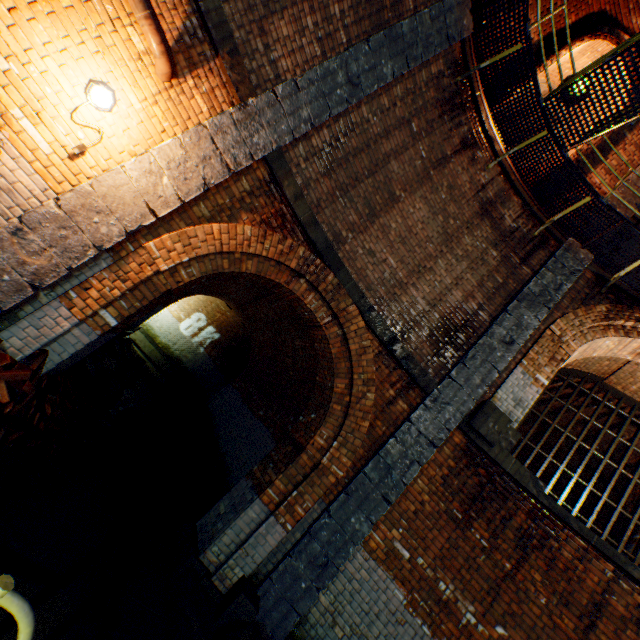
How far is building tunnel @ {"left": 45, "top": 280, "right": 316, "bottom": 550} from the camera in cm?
→ 547

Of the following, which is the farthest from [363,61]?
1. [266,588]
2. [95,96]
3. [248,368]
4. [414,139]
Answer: [248,368]

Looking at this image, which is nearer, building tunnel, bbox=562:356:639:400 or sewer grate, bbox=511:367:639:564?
sewer grate, bbox=511:367:639:564

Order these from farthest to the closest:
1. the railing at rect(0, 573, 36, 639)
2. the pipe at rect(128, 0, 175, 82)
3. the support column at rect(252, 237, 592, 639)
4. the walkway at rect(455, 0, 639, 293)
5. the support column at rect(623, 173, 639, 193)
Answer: the support column at rect(623, 173, 639, 193) < the walkway at rect(455, 0, 639, 293) < the support column at rect(252, 237, 592, 639) < the pipe at rect(128, 0, 175, 82) < the railing at rect(0, 573, 36, 639)

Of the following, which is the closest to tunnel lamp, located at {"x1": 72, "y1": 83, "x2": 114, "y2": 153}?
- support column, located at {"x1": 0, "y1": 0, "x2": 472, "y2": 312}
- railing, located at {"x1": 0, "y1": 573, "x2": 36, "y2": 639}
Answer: support column, located at {"x1": 0, "y1": 0, "x2": 472, "y2": 312}

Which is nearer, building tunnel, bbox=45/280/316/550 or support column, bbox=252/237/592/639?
support column, bbox=252/237/592/639

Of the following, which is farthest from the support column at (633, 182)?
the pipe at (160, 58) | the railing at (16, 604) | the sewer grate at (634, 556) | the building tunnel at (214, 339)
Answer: the railing at (16, 604)

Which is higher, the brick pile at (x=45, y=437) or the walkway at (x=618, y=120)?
the walkway at (x=618, y=120)
